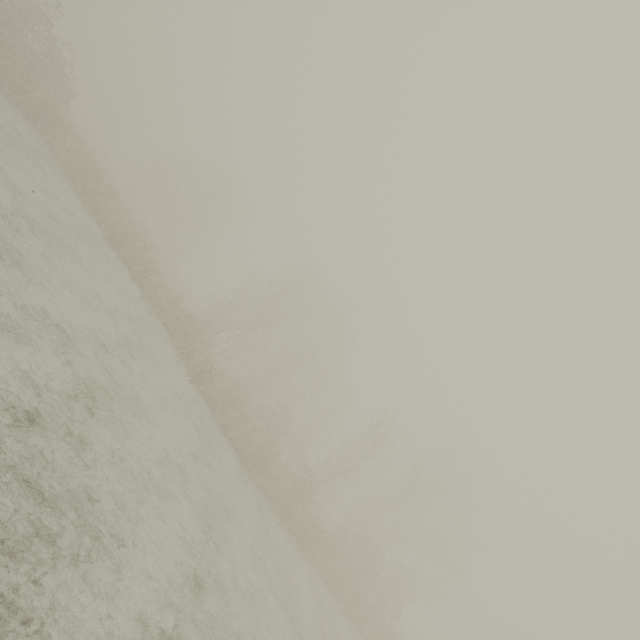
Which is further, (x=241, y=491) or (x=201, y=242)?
(x=201, y=242)
